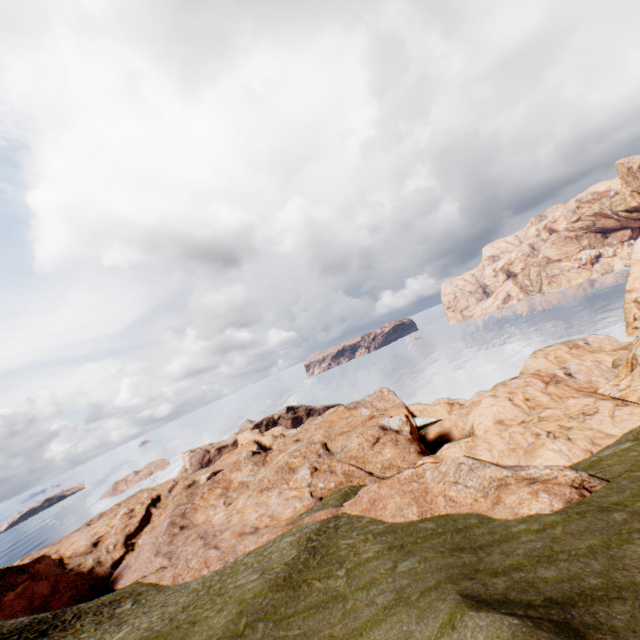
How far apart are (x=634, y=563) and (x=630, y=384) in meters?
24.4
